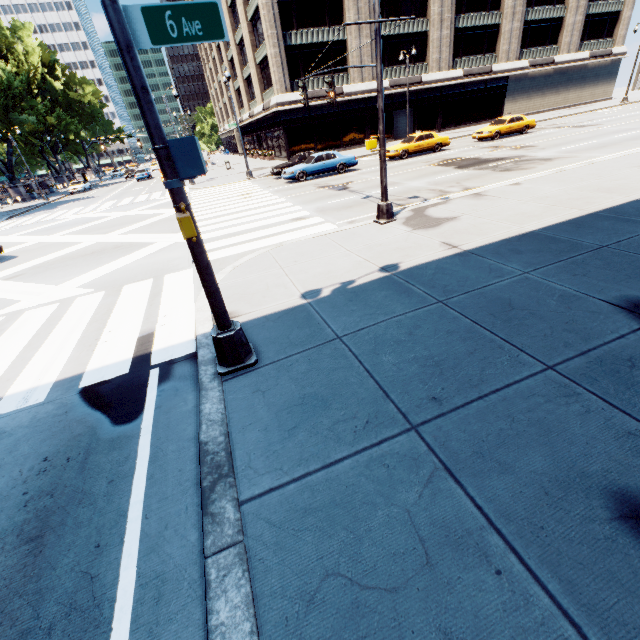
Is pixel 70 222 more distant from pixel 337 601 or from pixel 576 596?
pixel 576 596

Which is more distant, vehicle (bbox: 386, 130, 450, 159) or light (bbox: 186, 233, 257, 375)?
vehicle (bbox: 386, 130, 450, 159)

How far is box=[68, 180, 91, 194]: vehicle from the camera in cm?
4244

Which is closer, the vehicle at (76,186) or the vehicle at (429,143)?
the vehicle at (429,143)

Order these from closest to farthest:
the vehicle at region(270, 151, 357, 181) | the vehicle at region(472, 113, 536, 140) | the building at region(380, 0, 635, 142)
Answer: the vehicle at region(270, 151, 357, 181) < the vehicle at region(472, 113, 536, 140) < the building at region(380, 0, 635, 142)

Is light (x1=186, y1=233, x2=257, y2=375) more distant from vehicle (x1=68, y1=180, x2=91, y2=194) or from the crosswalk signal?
vehicle (x1=68, y1=180, x2=91, y2=194)

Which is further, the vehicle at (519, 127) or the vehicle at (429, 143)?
the vehicle at (519, 127)

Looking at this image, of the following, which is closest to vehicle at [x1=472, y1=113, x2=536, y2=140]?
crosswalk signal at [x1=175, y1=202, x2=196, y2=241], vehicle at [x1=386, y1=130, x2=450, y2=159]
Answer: vehicle at [x1=386, y1=130, x2=450, y2=159]
